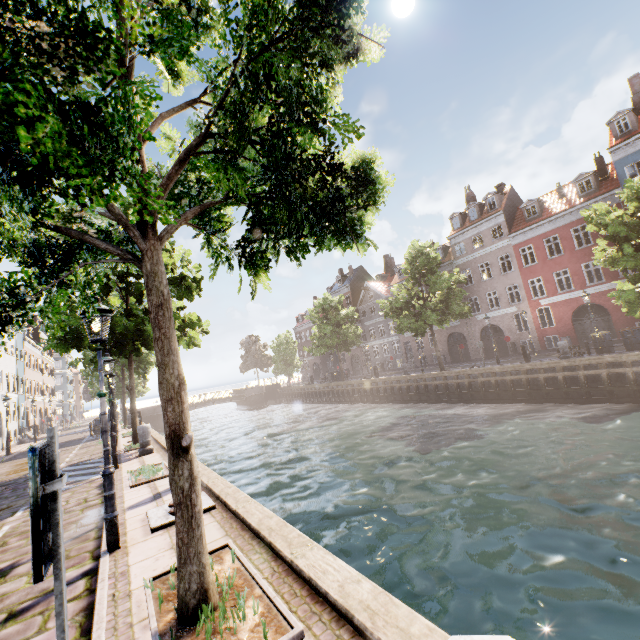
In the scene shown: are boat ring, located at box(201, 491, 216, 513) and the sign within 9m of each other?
yes

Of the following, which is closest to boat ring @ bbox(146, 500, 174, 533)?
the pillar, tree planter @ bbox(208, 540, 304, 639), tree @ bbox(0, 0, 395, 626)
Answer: tree planter @ bbox(208, 540, 304, 639)

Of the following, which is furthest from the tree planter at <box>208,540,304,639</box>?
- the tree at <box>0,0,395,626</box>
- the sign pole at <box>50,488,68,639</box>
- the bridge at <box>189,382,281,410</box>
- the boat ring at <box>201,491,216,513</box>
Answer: the bridge at <box>189,382,281,410</box>

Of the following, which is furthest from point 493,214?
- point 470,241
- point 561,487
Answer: point 561,487

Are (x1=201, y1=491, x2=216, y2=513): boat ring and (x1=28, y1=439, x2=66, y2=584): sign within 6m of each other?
yes

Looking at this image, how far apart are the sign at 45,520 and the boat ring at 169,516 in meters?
4.2

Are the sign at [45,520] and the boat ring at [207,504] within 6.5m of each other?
yes

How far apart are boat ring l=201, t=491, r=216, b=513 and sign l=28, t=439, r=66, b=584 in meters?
4.2 m
